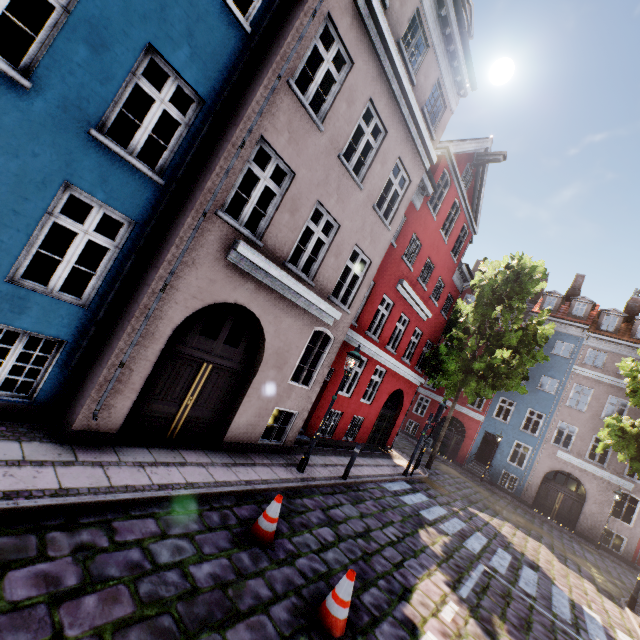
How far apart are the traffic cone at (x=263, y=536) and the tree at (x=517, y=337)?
14.3m

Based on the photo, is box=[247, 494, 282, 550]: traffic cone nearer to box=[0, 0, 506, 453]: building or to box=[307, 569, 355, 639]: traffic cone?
box=[307, 569, 355, 639]: traffic cone

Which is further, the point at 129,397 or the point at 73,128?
the point at 129,397

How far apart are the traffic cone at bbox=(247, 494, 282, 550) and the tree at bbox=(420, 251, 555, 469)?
14.3m

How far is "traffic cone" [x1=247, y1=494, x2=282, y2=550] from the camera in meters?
5.3 m

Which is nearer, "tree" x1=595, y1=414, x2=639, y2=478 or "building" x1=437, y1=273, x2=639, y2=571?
"tree" x1=595, y1=414, x2=639, y2=478

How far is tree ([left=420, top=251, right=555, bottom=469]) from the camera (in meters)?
16.30

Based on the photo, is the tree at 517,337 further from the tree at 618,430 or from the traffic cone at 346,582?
the traffic cone at 346,582
